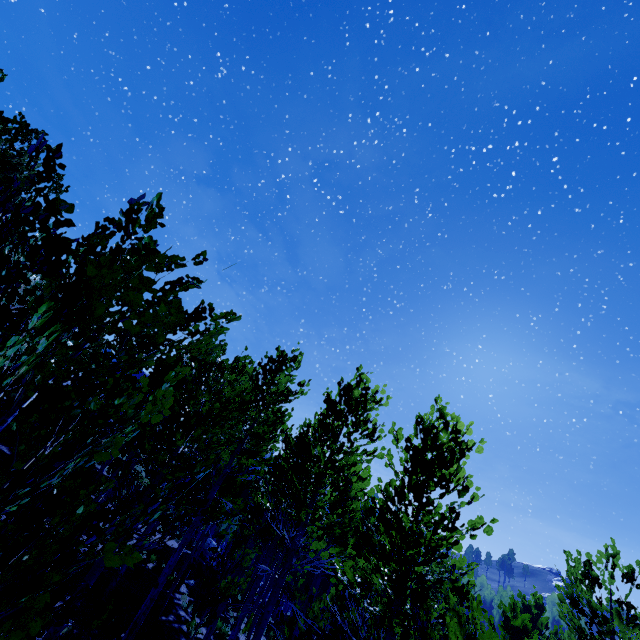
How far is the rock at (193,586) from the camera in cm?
1739

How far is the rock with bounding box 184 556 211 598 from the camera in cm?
1739

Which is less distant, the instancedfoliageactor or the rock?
the instancedfoliageactor

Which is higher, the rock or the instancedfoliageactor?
the instancedfoliageactor

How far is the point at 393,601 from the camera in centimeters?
482cm

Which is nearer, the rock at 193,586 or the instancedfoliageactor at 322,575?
the instancedfoliageactor at 322,575
